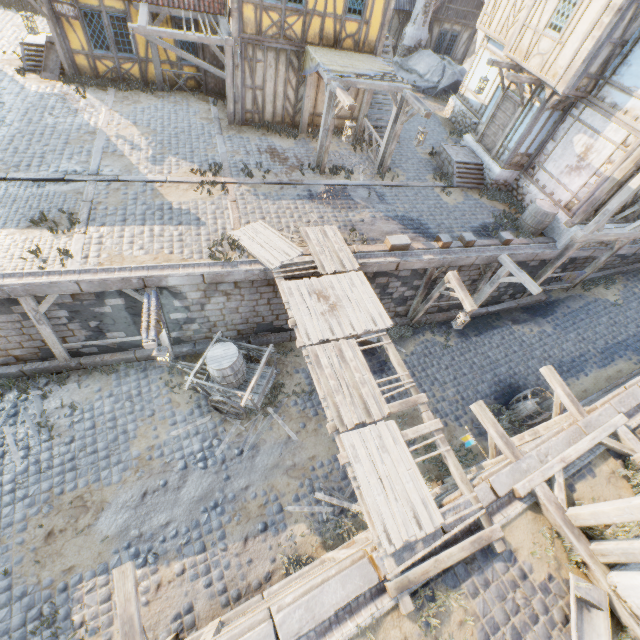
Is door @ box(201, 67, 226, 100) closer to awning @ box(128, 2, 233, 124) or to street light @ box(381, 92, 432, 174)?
awning @ box(128, 2, 233, 124)

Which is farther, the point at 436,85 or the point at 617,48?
the point at 436,85

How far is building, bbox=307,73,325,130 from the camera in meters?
13.3

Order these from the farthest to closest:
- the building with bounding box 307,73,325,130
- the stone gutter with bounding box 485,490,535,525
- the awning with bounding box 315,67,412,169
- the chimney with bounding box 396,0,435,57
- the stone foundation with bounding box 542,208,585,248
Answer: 1. the chimney with bounding box 396,0,435,57
2. the building with bounding box 307,73,325,130
3. the stone foundation with bounding box 542,208,585,248
4. the awning with bounding box 315,67,412,169
5. the stone gutter with bounding box 485,490,535,525

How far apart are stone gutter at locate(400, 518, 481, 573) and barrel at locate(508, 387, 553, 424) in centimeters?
614cm

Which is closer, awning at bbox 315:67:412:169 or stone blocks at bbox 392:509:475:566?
stone blocks at bbox 392:509:475:566

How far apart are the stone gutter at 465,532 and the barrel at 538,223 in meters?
10.9 m

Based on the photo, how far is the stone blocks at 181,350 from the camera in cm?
1030
